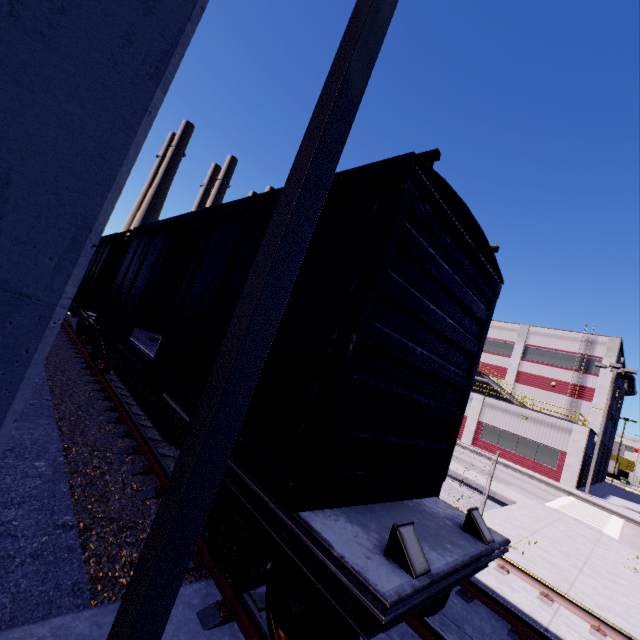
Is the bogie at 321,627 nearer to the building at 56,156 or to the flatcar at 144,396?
the flatcar at 144,396

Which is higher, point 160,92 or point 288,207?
point 160,92

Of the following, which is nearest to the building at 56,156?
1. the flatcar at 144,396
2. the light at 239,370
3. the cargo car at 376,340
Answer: the light at 239,370

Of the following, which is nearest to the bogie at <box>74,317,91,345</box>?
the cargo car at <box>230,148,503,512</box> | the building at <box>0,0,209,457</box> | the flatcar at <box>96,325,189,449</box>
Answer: the cargo car at <box>230,148,503,512</box>

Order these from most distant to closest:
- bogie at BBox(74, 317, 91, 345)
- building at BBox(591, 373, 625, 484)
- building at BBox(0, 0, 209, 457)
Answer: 1. building at BBox(591, 373, 625, 484)
2. bogie at BBox(74, 317, 91, 345)
3. building at BBox(0, 0, 209, 457)

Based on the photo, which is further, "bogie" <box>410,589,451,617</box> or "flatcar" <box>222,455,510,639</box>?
"bogie" <box>410,589,451,617</box>

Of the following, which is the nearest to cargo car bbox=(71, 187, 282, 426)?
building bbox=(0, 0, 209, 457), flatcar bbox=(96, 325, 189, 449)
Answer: flatcar bbox=(96, 325, 189, 449)

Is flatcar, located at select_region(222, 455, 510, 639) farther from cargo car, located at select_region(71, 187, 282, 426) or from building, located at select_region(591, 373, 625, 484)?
building, located at select_region(591, 373, 625, 484)
